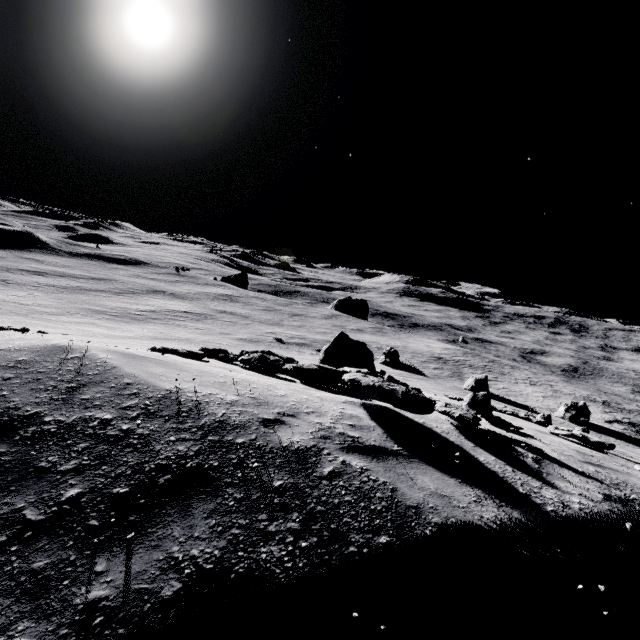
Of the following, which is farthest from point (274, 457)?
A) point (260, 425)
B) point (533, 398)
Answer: point (533, 398)

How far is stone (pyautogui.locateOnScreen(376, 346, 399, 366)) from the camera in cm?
4224

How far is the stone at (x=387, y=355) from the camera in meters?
42.2
